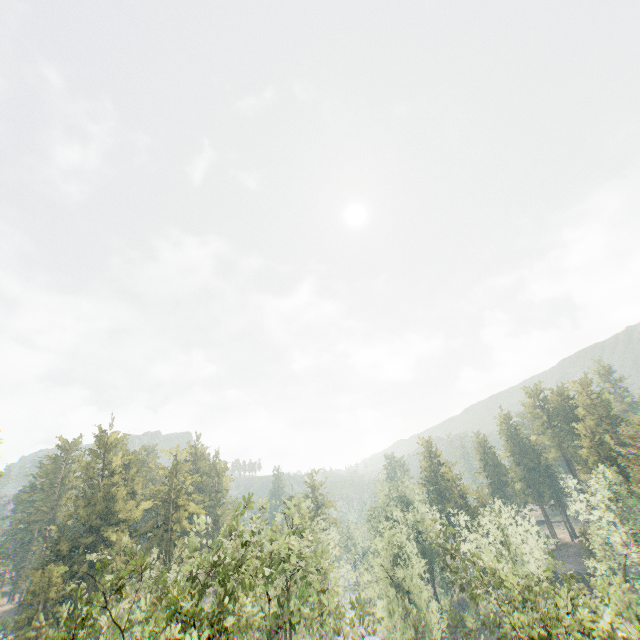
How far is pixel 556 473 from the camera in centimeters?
5516cm

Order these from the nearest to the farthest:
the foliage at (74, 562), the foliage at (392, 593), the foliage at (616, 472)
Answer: the foliage at (74, 562)
the foliage at (616, 472)
the foliage at (392, 593)

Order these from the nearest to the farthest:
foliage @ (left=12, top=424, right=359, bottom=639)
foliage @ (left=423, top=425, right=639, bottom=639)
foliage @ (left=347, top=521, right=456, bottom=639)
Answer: foliage @ (left=12, top=424, right=359, bottom=639)
foliage @ (left=423, top=425, right=639, bottom=639)
foliage @ (left=347, top=521, right=456, bottom=639)

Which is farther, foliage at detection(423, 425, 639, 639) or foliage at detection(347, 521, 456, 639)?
foliage at detection(347, 521, 456, 639)

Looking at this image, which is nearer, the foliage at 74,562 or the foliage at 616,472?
the foliage at 74,562
